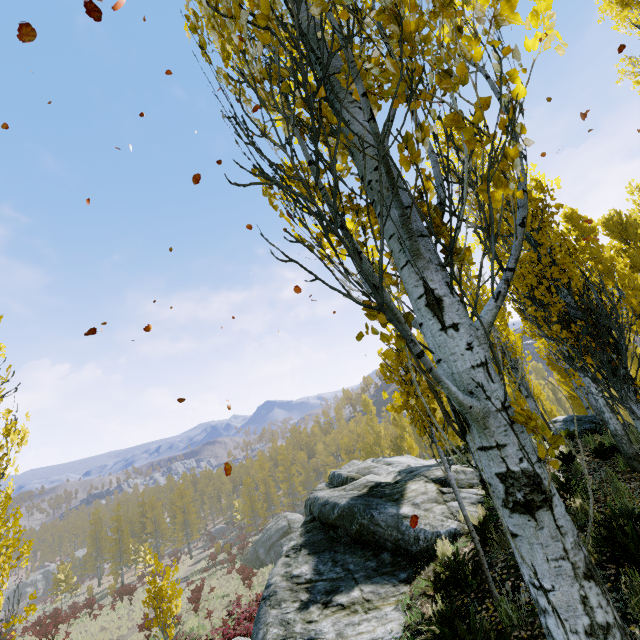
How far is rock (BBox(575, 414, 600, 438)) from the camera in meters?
14.9

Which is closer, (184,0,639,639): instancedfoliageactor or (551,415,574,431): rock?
(184,0,639,639): instancedfoliageactor

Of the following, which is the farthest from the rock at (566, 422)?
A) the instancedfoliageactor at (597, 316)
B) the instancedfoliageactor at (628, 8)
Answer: the instancedfoliageactor at (628, 8)

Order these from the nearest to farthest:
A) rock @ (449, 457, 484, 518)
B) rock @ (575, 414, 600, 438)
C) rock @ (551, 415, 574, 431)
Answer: rock @ (449, 457, 484, 518), rock @ (575, 414, 600, 438), rock @ (551, 415, 574, 431)

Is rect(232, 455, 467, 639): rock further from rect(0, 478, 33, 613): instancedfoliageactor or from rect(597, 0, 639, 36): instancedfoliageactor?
rect(597, 0, 639, 36): instancedfoliageactor

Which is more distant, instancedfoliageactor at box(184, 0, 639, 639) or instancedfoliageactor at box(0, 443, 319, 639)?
instancedfoliageactor at box(0, 443, 319, 639)

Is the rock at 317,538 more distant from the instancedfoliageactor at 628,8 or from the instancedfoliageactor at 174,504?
the instancedfoliageactor at 628,8

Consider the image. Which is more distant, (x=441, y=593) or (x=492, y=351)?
(x=441, y=593)
